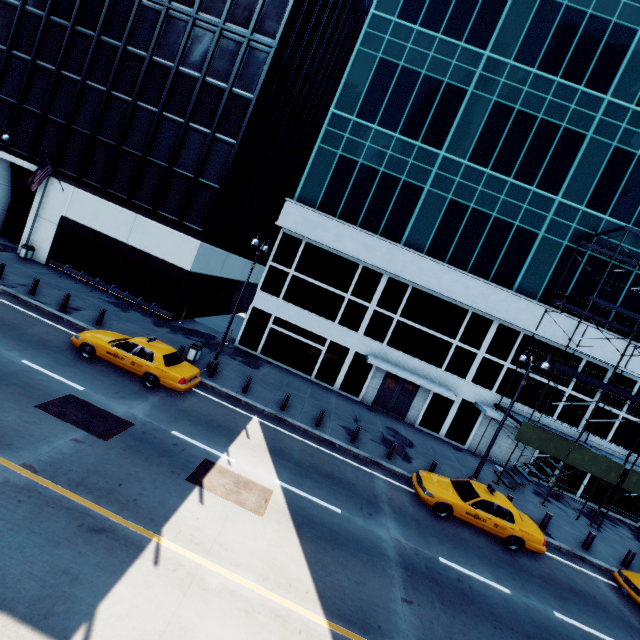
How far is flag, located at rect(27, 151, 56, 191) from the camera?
20.41m

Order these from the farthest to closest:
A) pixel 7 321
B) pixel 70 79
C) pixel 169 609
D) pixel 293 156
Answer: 1. pixel 293 156
2. pixel 70 79
3. pixel 7 321
4. pixel 169 609

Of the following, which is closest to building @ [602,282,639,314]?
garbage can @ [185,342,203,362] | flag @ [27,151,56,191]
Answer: garbage can @ [185,342,203,362]

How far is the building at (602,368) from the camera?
21.05m

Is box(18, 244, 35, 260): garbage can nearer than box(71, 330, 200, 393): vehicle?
No

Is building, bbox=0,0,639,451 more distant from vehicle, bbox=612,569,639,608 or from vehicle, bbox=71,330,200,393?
vehicle, bbox=71,330,200,393

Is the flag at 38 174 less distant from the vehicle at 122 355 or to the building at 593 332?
Answer: the vehicle at 122 355

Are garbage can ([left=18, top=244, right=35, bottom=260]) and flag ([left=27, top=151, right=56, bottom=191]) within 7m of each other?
yes
